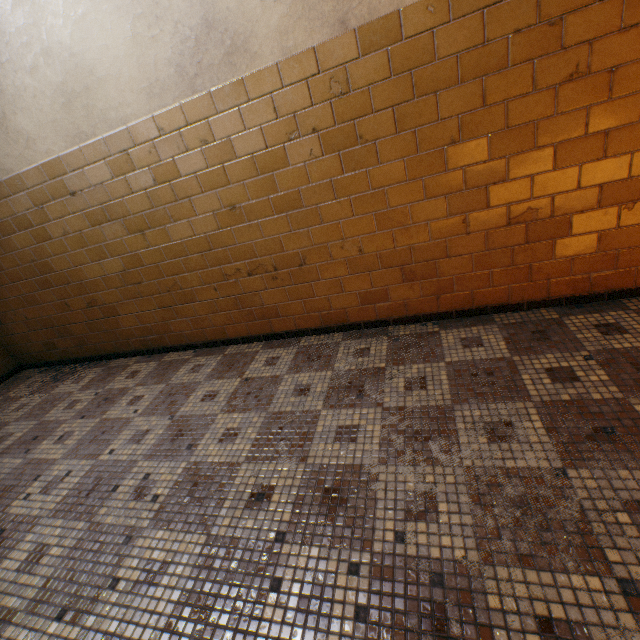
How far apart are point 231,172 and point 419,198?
1.4m
